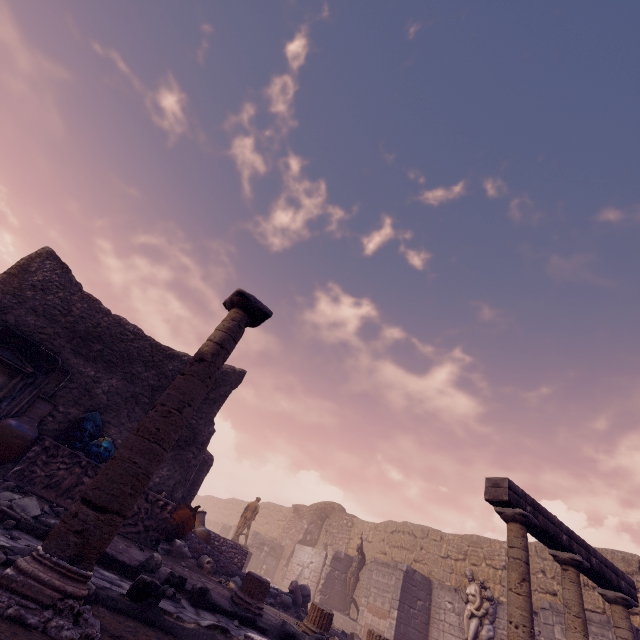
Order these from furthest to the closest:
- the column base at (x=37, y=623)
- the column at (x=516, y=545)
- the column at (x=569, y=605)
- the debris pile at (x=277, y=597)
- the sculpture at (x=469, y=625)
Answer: the sculpture at (x=469, y=625) → the debris pile at (x=277, y=597) → the column at (x=569, y=605) → the column at (x=516, y=545) → the column base at (x=37, y=623)

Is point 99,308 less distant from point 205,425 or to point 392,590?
point 205,425

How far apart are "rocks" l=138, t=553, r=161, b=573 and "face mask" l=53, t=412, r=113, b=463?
2.6m

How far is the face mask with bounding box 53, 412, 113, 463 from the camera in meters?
6.4

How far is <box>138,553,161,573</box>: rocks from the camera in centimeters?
470cm

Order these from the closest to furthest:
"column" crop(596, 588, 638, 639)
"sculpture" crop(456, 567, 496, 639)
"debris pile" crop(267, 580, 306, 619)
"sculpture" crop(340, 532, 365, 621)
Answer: "column" crop(596, 588, 638, 639), "debris pile" crop(267, 580, 306, 619), "sculpture" crop(456, 567, 496, 639), "sculpture" crop(340, 532, 365, 621)

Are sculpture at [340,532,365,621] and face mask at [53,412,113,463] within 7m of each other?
no

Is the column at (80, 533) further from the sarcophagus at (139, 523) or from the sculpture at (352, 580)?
the sculpture at (352, 580)
